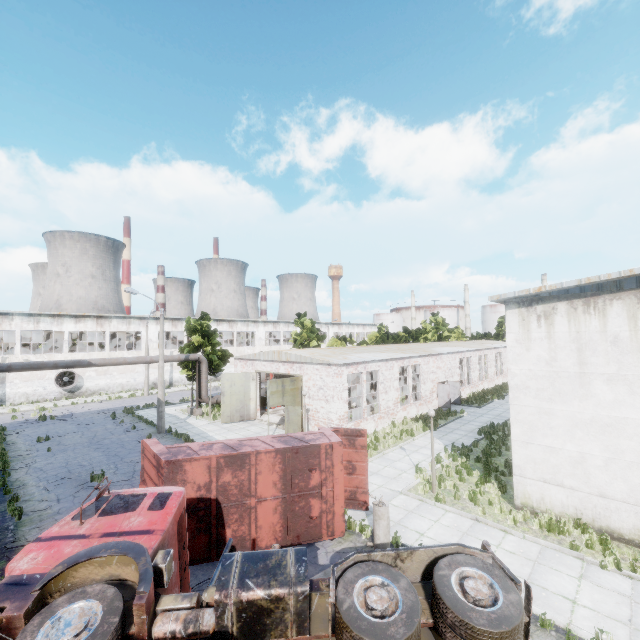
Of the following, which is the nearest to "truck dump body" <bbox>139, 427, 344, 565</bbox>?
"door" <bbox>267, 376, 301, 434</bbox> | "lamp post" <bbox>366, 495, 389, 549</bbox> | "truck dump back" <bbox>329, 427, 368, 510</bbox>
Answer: "truck dump back" <bbox>329, 427, 368, 510</bbox>

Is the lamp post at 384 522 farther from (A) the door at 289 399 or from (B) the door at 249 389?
(B) the door at 249 389

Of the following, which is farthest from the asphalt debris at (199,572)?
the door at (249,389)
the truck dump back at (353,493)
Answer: the door at (249,389)

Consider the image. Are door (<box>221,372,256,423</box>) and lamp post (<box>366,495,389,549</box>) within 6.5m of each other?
no

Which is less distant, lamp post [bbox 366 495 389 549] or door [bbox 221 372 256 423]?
Answer: lamp post [bbox 366 495 389 549]

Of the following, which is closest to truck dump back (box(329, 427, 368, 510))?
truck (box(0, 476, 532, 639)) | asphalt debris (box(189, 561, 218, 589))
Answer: asphalt debris (box(189, 561, 218, 589))

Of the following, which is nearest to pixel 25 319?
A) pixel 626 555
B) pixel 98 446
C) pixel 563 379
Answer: pixel 98 446

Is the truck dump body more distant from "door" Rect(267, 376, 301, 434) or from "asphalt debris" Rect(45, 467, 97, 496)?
"door" Rect(267, 376, 301, 434)
